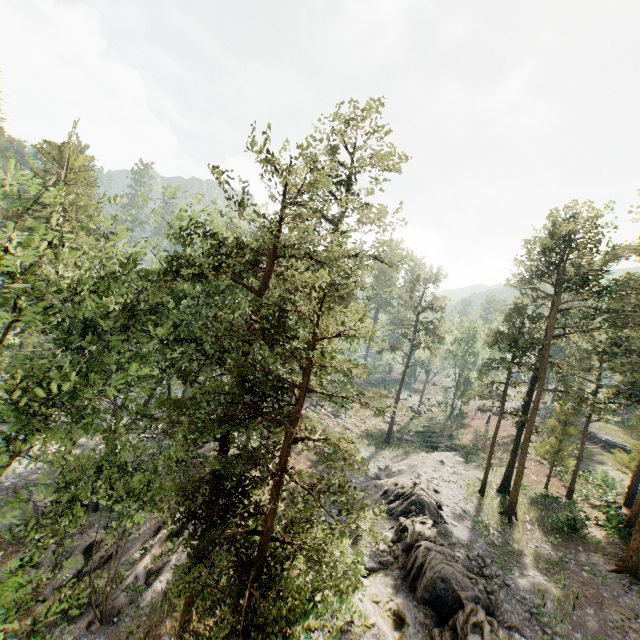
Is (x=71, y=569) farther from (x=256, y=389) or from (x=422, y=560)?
(x=422, y=560)

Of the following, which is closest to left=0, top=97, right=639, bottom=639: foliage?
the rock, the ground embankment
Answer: the rock

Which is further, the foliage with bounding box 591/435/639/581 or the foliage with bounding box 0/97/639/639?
the foliage with bounding box 591/435/639/581

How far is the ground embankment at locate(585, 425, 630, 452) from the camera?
41.7 meters

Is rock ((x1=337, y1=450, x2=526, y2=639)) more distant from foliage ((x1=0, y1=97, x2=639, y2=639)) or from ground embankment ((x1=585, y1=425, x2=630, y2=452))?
ground embankment ((x1=585, y1=425, x2=630, y2=452))

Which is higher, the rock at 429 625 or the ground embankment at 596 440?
the ground embankment at 596 440

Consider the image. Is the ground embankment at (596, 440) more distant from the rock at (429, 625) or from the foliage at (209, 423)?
the rock at (429, 625)
